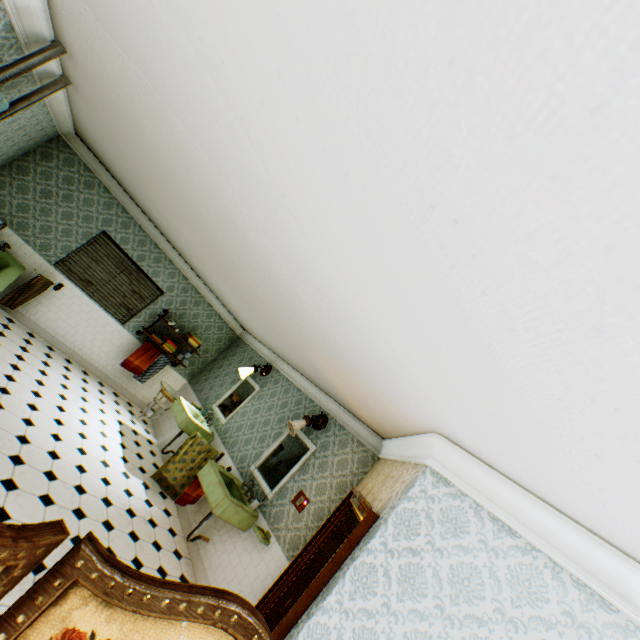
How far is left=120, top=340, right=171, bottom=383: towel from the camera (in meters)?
7.36

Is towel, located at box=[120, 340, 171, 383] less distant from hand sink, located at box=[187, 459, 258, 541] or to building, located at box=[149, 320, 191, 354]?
building, located at box=[149, 320, 191, 354]

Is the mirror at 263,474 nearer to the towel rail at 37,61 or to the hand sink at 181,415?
the hand sink at 181,415

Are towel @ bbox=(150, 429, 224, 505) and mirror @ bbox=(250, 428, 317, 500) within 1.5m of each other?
yes

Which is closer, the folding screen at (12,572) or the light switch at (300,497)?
the folding screen at (12,572)

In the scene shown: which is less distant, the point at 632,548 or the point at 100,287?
the point at 632,548

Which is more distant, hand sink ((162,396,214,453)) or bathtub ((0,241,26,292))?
hand sink ((162,396,214,453))

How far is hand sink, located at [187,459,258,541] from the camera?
4.4 meters
